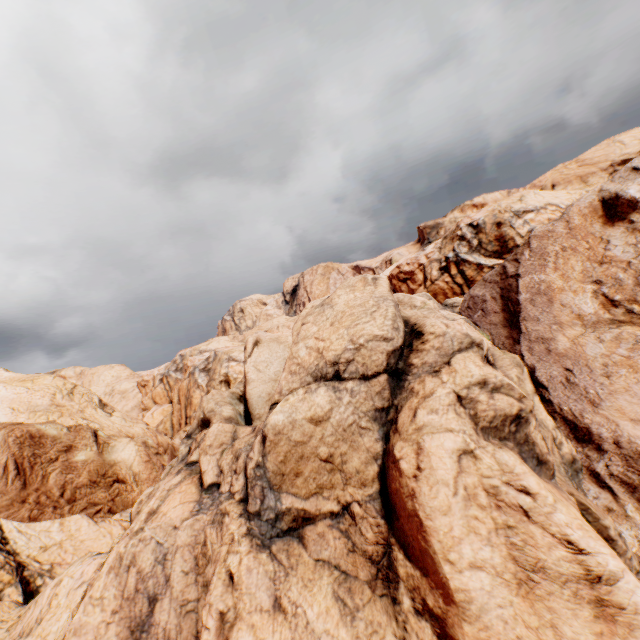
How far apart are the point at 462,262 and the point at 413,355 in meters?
56.1
